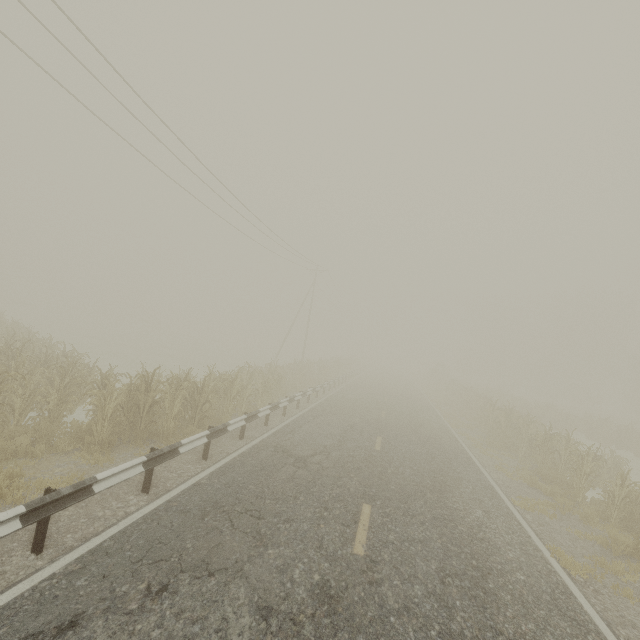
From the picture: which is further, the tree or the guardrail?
the tree

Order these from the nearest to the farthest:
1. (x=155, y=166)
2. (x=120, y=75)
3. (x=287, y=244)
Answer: (x=120, y=75) < (x=155, y=166) < (x=287, y=244)

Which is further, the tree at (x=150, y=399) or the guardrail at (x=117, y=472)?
the tree at (x=150, y=399)
